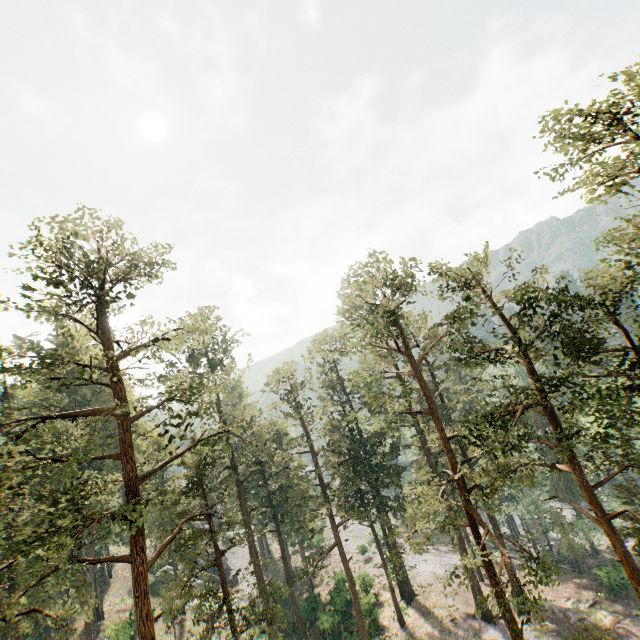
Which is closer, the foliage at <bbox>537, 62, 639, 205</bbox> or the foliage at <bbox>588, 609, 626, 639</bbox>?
Result: the foliage at <bbox>537, 62, 639, 205</bbox>

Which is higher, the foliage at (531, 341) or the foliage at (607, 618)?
the foliage at (531, 341)

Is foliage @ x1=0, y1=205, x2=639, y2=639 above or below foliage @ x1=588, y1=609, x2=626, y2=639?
above

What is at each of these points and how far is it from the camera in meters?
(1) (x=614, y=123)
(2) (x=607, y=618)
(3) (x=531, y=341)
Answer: (1) foliage, 17.5
(2) foliage, 30.5
(3) foliage, 19.3
